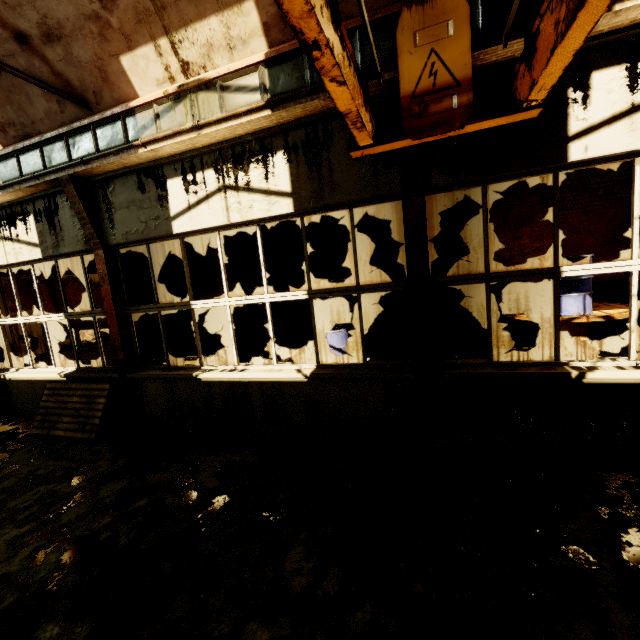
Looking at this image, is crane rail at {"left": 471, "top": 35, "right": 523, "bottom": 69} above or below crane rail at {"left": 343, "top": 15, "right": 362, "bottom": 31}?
below

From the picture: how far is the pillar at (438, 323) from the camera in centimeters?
829cm

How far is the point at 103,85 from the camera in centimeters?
438cm

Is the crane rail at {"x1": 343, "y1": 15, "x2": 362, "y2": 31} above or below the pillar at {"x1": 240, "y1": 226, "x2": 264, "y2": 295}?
above

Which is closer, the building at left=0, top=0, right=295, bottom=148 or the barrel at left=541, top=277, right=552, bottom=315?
the building at left=0, top=0, right=295, bottom=148

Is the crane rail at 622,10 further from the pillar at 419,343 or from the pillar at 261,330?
the pillar at 261,330

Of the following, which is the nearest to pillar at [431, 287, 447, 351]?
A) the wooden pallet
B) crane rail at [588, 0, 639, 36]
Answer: crane rail at [588, 0, 639, 36]

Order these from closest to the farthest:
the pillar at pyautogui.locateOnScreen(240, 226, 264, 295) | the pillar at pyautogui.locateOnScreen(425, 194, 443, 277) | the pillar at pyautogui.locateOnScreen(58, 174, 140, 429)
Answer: the pillar at pyautogui.locateOnScreen(58, 174, 140, 429) < the pillar at pyautogui.locateOnScreen(425, 194, 443, 277) < the pillar at pyautogui.locateOnScreen(240, 226, 264, 295)
